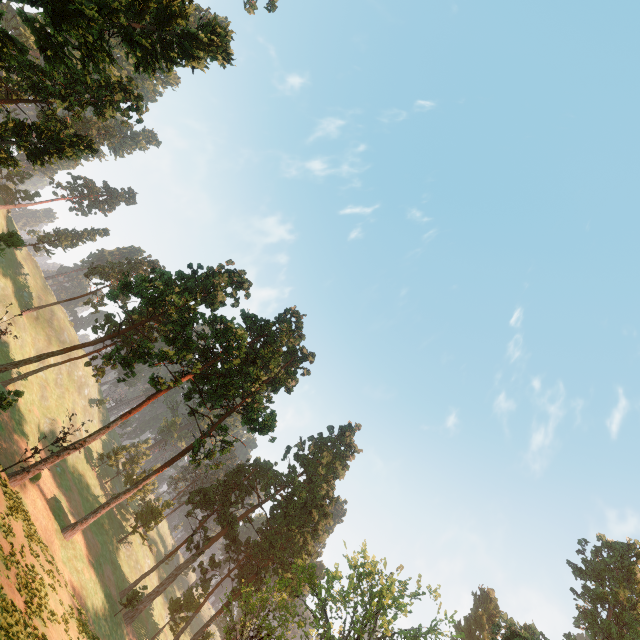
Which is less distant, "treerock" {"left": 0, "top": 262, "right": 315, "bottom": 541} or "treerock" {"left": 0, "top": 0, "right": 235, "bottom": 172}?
"treerock" {"left": 0, "top": 0, "right": 235, "bottom": 172}

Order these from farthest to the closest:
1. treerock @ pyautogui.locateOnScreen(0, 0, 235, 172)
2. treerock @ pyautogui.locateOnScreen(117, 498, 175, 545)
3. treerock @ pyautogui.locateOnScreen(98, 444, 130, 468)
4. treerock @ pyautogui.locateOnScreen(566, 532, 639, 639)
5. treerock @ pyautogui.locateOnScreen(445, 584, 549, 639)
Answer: treerock @ pyautogui.locateOnScreen(98, 444, 130, 468) → treerock @ pyautogui.locateOnScreen(117, 498, 175, 545) → treerock @ pyautogui.locateOnScreen(566, 532, 639, 639) → treerock @ pyautogui.locateOnScreen(445, 584, 549, 639) → treerock @ pyautogui.locateOnScreen(0, 0, 235, 172)

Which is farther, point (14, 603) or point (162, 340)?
point (162, 340)

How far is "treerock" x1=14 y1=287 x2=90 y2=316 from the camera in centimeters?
2327cm

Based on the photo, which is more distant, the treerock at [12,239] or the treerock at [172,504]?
the treerock at [172,504]
